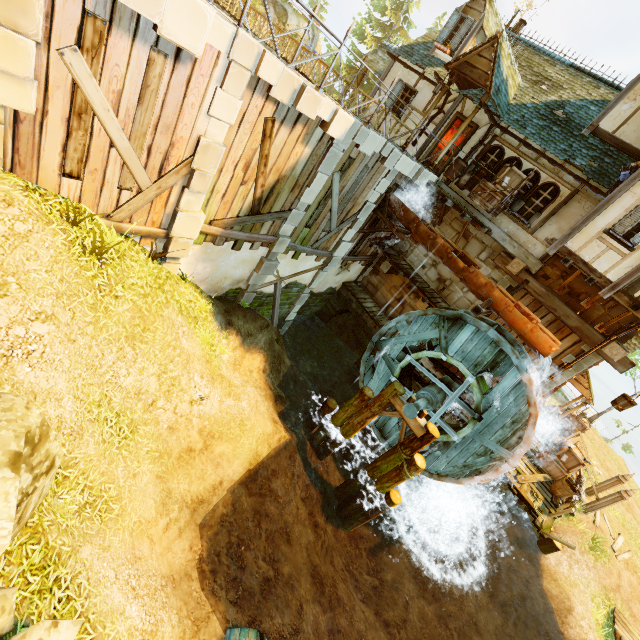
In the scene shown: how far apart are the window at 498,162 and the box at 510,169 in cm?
1

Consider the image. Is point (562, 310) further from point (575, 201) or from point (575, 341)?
point (575, 201)

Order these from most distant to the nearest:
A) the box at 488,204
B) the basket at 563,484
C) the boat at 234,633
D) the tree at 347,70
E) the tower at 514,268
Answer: the tree at 347,70 < the basket at 563,484 < the box at 488,204 < the tower at 514,268 < the boat at 234,633

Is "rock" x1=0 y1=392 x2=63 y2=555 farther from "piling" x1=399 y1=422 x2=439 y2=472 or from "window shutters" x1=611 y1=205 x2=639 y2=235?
"window shutters" x1=611 y1=205 x2=639 y2=235

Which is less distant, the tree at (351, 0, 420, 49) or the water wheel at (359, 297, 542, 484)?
the water wheel at (359, 297, 542, 484)

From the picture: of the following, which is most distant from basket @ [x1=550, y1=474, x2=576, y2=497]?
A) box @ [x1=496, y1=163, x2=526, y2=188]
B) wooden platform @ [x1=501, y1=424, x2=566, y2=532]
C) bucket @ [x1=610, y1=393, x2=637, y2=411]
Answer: box @ [x1=496, y1=163, x2=526, y2=188]

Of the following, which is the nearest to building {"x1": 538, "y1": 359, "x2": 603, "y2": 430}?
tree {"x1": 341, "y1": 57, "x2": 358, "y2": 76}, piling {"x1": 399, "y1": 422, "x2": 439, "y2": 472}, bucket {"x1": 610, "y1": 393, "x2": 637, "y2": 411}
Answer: bucket {"x1": 610, "y1": 393, "x2": 637, "y2": 411}

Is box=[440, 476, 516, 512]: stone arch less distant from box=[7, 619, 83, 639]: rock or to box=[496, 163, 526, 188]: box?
box=[496, 163, 526, 188]: box
